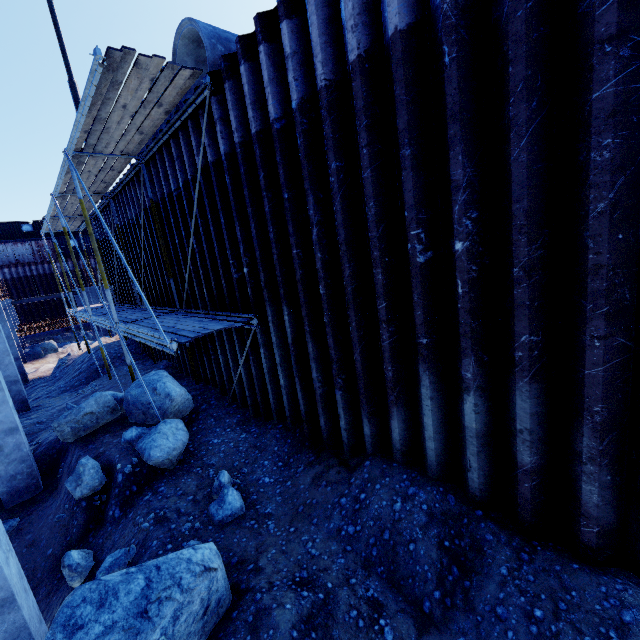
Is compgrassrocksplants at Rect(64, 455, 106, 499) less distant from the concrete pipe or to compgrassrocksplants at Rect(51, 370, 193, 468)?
compgrassrocksplants at Rect(51, 370, 193, 468)

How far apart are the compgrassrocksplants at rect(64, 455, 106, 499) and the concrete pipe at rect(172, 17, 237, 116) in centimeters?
720cm

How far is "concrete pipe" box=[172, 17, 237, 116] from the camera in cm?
606

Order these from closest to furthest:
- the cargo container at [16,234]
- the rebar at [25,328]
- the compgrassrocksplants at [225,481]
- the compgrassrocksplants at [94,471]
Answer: the compgrassrocksplants at [225,481], the compgrassrocksplants at [94,471], the rebar at [25,328], the cargo container at [16,234]

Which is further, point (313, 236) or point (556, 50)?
point (313, 236)

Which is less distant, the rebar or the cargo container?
the rebar

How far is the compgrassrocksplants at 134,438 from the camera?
6.08m

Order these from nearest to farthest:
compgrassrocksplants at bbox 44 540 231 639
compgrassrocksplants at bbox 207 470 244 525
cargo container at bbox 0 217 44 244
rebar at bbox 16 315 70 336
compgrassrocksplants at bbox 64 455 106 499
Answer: compgrassrocksplants at bbox 44 540 231 639 < compgrassrocksplants at bbox 207 470 244 525 < compgrassrocksplants at bbox 64 455 106 499 < rebar at bbox 16 315 70 336 < cargo container at bbox 0 217 44 244
